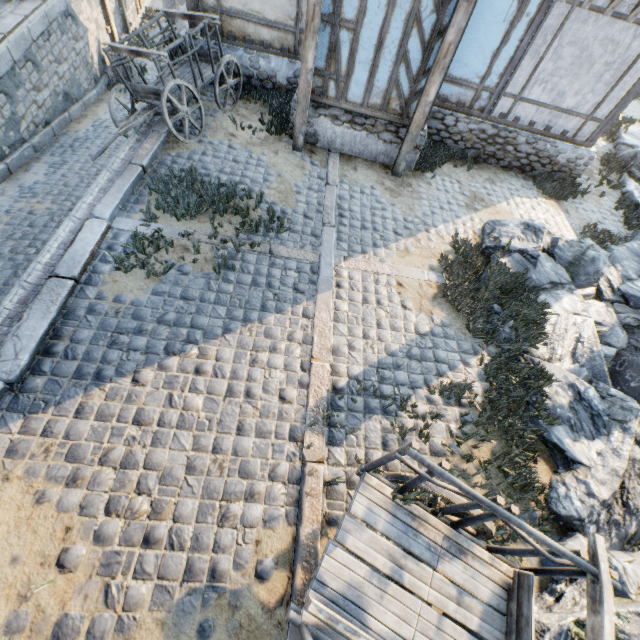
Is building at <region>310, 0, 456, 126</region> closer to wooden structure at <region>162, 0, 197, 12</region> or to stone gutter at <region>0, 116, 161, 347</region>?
wooden structure at <region>162, 0, 197, 12</region>

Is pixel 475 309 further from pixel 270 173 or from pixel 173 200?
pixel 173 200

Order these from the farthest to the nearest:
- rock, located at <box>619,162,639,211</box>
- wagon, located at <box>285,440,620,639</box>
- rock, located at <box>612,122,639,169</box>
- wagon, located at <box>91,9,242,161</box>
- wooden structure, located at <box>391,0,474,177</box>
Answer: rock, located at <box>612,122,639,169</box>
rock, located at <box>619,162,639,211</box>
wagon, located at <box>91,9,242,161</box>
wooden structure, located at <box>391,0,474,177</box>
wagon, located at <box>285,440,620,639</box>

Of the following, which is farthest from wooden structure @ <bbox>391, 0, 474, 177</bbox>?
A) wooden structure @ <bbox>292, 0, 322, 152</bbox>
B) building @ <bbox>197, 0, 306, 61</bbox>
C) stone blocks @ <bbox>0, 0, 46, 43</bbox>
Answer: stone blocks @ <bbox>0, 0, 46, 43</bbox>

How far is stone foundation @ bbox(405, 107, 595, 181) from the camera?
8.7 meters

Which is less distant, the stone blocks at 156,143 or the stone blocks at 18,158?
the stone blocks at 156,143

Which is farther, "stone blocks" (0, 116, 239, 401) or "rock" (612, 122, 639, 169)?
"rock" (612, 122, 639, 169)

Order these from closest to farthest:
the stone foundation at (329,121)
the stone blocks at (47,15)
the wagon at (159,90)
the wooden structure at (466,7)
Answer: the wooden structure at (466,7), the wagon at (159,90), the stone foundation at (329,121), the stone blocks at (47,15)
